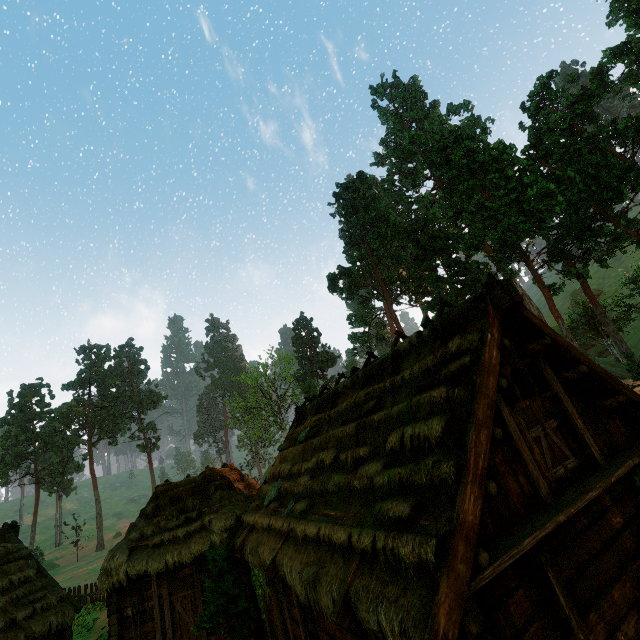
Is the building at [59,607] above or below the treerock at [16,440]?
below

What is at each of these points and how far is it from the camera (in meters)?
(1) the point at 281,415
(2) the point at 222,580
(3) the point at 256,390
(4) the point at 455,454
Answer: (1) treerock, 58.75
(2) treerock, 11.62
(3) treerock, 59.91
(4) building, 5.12

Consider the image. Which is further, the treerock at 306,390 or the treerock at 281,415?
the treerock at 281,415

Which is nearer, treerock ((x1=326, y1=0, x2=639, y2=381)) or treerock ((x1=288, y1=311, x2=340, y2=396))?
treerock ((x1=326, y1=0, x2=639, y2=381))

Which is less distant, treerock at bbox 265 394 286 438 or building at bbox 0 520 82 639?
building at bbox 0 520 82 639

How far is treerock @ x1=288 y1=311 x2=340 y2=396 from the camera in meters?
47.9

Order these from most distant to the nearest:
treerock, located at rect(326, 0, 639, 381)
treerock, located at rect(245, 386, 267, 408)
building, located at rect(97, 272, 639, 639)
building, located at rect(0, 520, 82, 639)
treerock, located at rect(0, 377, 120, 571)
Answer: treerock, located at rect(245, 386, 267, 408) → treerock, located at rect(0, 377, 120, 571) → treerock, located at rect(326, 0, 639, 381) → building, located at rect(0, 520, 82, 639) → building, located at rect(97, 272, 639, 639)

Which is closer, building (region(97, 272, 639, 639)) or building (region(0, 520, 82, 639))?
building (region(97, 272, 639, 639))
